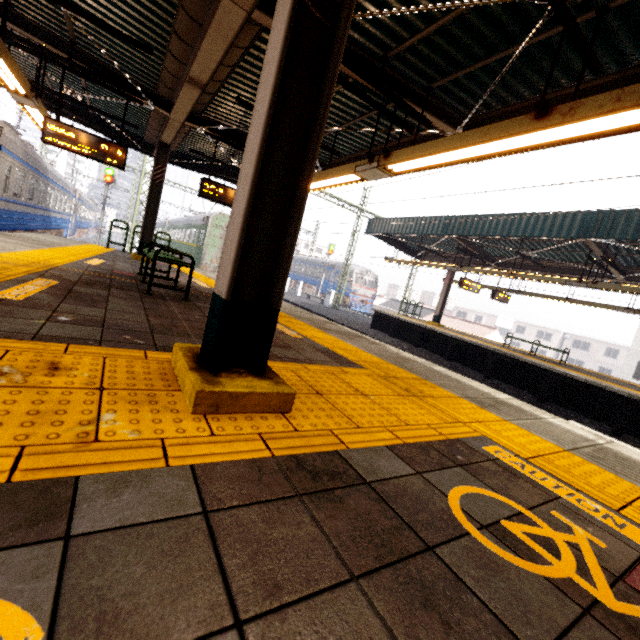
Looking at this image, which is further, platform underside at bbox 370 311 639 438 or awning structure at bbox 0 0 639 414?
platform underside at bbox 370 311 639 438

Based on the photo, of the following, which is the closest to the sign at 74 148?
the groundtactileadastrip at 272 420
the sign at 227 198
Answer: the sign at 227 198

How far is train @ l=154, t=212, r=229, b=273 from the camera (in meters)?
18.61

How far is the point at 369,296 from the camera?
32.4 meters

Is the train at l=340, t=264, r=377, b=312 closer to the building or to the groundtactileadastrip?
the groundtactileadastrip

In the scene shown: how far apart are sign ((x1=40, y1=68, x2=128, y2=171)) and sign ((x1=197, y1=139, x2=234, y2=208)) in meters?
1.7 m

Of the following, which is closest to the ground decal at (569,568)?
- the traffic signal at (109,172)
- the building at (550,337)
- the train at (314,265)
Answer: the traffic signal at (109,172)

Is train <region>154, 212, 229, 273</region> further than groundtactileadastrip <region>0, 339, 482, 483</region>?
Yes
